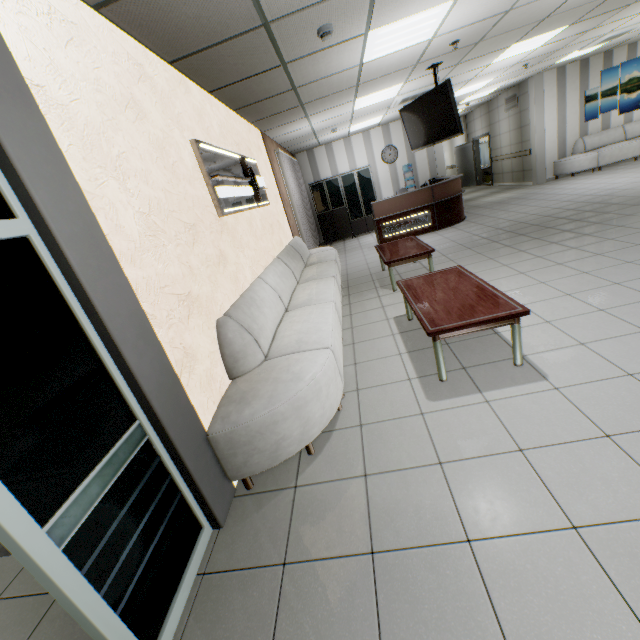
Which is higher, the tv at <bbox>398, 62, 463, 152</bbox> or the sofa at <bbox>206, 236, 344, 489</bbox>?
the tv at <bbox>398, 62, 463, 152</bbox>

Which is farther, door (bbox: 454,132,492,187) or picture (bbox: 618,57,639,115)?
door (bbox: 454,132,492,187)

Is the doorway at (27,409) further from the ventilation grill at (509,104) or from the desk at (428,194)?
the ventilation grill at (509,104)

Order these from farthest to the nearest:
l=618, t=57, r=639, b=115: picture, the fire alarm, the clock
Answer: the clock
l=618, t=57, r=639, b=115: picture
the fire alarm

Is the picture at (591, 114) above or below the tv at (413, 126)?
below

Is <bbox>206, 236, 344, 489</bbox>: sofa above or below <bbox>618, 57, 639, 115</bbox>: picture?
below

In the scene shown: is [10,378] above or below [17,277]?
below

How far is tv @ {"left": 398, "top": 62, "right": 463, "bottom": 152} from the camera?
5.3 meters
